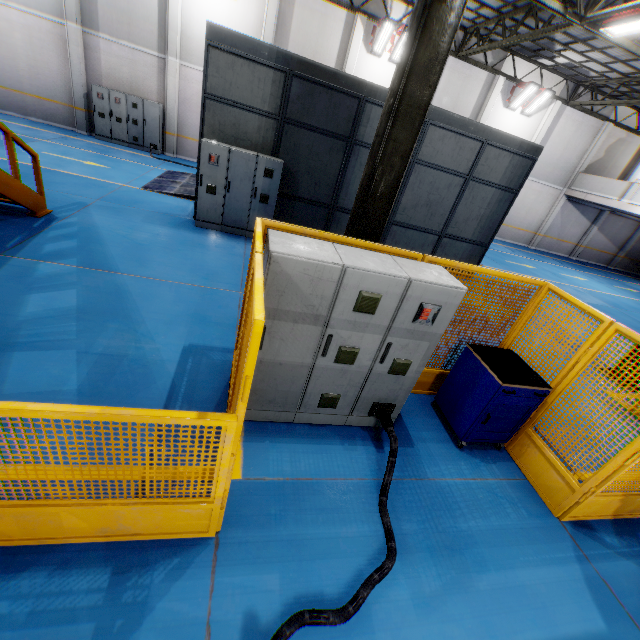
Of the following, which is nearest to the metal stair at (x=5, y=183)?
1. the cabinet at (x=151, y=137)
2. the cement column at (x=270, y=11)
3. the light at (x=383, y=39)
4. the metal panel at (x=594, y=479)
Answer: the metal panel at (x=594, y=479)

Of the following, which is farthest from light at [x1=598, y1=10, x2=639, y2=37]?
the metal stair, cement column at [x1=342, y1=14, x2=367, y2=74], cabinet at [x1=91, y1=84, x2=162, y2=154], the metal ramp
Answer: cabinet at [x1=91, y1=84, x2=162, y2=154]

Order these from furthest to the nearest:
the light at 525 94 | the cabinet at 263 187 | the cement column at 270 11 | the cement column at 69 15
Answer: the light at 525 94 < the cement column at 270 11 < the cement column at 69 15 < the cabinet at 263 187

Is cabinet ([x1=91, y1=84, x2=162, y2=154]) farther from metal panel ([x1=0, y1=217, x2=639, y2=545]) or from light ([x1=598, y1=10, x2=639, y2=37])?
light ([x1=598, y1=10, x2=639, y2=37])

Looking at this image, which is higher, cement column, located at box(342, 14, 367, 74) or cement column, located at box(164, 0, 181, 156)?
cement column, located at box(342, 14, 367, 74)

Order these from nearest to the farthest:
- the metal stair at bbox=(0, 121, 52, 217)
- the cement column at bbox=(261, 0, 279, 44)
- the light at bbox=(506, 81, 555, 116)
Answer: the metal stair at bbox=(0, 121, 52, 217) → the cement column at bbox=(261, 0, 279, 44) → the light at bbox=(506, 81, 555, 116)

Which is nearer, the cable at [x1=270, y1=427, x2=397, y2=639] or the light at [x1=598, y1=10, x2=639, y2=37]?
→ the cable at [x1=270, y1=427, x2=397, y2=639]

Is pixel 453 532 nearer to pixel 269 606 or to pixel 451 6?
pixel 269 606
